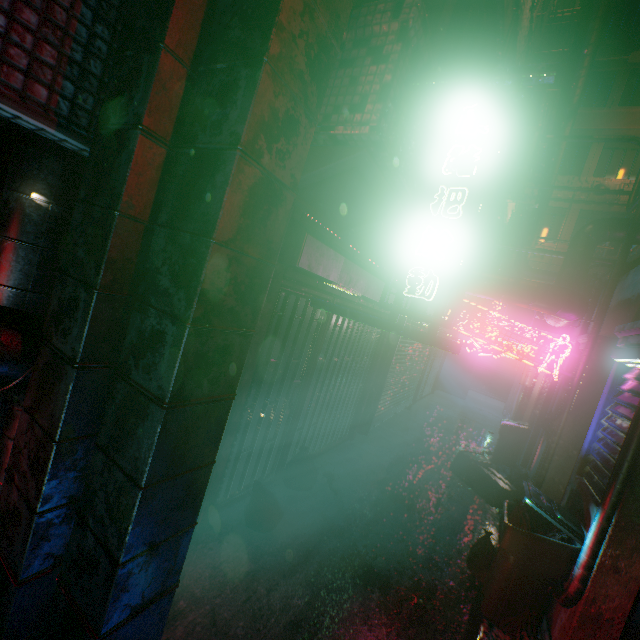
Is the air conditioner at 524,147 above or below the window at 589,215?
below

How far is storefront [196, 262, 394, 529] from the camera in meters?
2.9 m

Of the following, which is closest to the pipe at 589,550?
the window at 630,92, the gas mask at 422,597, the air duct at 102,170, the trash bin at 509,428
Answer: the gas mask at 422,597

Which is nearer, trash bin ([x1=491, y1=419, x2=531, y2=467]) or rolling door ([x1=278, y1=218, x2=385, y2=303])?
rolling door ([x1=278, y1=218, x2=385, y2=303])

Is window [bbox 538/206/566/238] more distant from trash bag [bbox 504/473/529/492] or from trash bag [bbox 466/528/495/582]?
trash bag [bbox 466/528/495/582]

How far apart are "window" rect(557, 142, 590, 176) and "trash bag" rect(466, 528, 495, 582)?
16.4m

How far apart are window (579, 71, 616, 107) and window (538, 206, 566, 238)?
4.4m

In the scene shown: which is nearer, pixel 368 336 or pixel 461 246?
pixel 461 246
